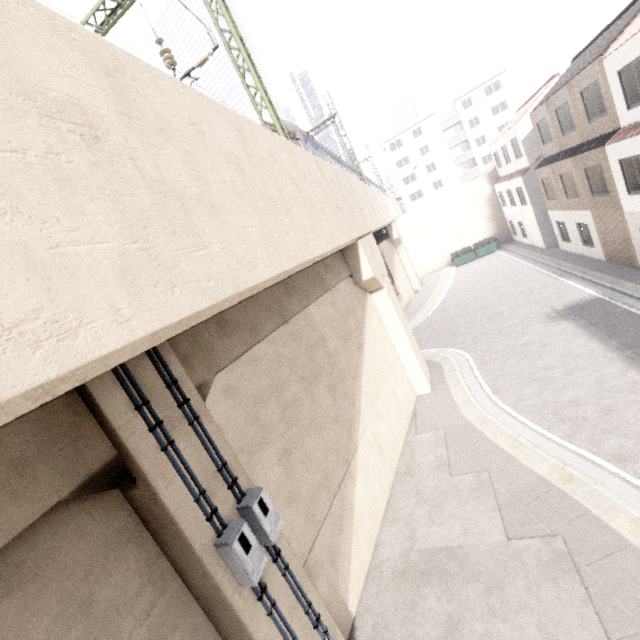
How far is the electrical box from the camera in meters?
4.4 m

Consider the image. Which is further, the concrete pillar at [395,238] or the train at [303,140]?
the concrete pillar at [395,238]

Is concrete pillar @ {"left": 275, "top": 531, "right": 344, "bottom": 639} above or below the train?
below

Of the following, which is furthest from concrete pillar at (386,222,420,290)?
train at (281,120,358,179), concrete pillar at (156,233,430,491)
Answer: concrete pillar at (156,233,430,491)

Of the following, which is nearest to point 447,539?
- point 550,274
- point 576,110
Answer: point 550,274

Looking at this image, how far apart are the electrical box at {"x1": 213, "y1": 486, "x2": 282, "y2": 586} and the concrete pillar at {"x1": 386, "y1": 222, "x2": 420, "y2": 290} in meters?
27.6

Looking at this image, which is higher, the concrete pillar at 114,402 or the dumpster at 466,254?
the concrete pillar at 114,402

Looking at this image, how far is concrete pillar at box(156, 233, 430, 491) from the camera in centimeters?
517cm
